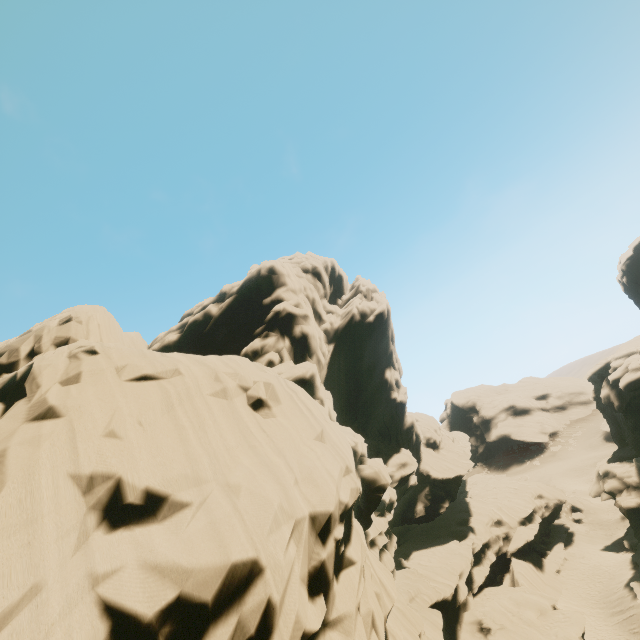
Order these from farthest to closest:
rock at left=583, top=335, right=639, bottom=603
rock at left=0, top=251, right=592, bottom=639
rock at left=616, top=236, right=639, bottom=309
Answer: rock at left=616, top=236, right=639, bottom=309 < rock at left=583, top=335, right=639, bottom=603 < rock at left=0, top=251, right=592, bottom=639

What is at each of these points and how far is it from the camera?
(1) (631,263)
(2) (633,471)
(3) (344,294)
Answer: (1) rock, 48.47m
(2) rock, 32.88m
(3) rock, 45.62m

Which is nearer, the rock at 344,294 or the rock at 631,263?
the rock at 344,294

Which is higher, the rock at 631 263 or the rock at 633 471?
the rock at 631 263

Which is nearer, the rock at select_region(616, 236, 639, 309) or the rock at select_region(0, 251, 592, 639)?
the rock at select_region(0, 251, 592, 639)

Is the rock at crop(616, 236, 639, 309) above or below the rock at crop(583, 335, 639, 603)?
above
